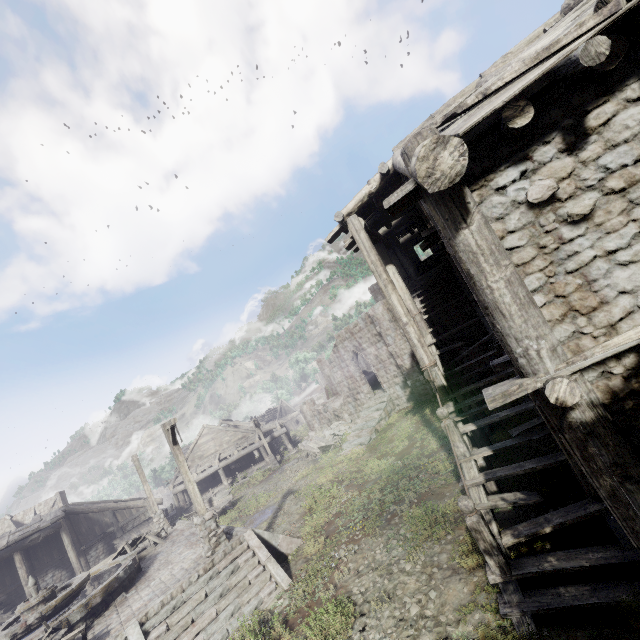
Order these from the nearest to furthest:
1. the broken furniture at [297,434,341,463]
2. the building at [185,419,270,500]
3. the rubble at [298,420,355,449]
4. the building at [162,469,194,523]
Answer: the broken furniture at [297,434,341,463]
the rubble at [298,420,355,449]
the building at [162,469,194,523]
the building at [185,419,270,500]

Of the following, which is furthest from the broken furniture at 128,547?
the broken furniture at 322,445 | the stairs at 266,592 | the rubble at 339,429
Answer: the rubble at 339,429

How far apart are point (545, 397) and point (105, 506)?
30.8 meters

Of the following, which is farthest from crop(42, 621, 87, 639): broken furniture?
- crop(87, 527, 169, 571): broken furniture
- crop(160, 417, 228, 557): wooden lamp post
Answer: crop(87, 527, 169, 571): broken furniture

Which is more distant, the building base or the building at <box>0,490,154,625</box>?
the building at <box>0,490,154,625</box>

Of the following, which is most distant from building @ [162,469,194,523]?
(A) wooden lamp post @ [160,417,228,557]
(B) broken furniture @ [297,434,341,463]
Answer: (B) broken furniture @ [297,434,341,463]

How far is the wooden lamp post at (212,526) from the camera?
11.0m

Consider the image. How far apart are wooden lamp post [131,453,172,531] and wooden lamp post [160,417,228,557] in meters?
9.1 m
